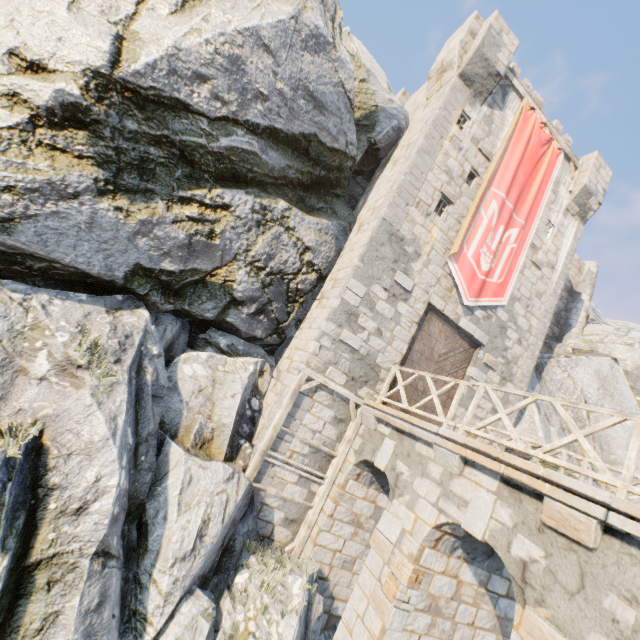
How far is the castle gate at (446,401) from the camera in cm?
1138

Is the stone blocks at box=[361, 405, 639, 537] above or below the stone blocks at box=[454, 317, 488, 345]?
below

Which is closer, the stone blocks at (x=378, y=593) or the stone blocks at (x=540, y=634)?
the stone blocks at (x=540, y=634)

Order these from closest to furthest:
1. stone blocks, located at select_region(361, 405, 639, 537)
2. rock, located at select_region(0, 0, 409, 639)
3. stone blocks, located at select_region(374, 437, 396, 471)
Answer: stone blocks, located at select_region(361, 405, 639, 537)
rock, located at select_region(0, 0, 409, 639)
stone blocks, located at select_region(374, 437, 396, 471)

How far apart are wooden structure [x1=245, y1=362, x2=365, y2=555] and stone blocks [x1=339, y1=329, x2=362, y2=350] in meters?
1.2

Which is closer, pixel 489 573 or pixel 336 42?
pixel 489 573

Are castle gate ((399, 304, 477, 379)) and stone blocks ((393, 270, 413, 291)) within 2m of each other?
yes

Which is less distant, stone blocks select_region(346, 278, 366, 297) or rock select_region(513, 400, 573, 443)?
stone blocks select_region(346, 278, 366, 297)
